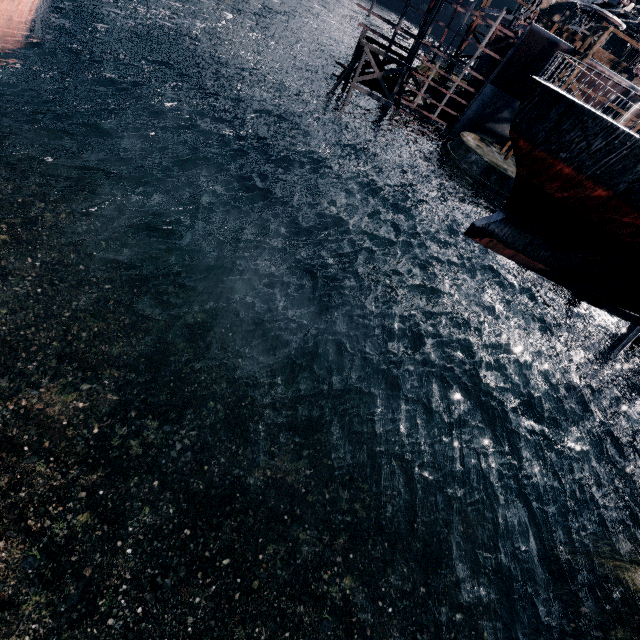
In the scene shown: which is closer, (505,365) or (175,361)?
(175,361)

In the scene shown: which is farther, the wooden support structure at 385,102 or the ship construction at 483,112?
the wooden support structure at 385,102

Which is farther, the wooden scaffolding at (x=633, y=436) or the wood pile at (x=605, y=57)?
the wood pile at (x=605, y=57)

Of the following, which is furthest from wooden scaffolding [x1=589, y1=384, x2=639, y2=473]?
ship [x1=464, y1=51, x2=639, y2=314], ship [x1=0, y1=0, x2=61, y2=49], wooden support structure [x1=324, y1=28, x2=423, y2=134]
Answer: ship [x1=0, y1=0, x2=61, y2=49]

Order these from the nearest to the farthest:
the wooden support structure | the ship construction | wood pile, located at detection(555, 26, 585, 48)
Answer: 1. the ship construction
2. the wooden support structure
3. wood pile, located at detection(555, 26, 585, 48)

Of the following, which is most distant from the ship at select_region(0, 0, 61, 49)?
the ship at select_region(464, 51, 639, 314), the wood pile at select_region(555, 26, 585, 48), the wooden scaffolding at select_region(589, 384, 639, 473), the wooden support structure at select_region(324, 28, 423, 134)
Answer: the wood pile at select_region(555, 26, 585, 48)

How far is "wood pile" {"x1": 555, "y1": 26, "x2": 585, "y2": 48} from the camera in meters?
34.4

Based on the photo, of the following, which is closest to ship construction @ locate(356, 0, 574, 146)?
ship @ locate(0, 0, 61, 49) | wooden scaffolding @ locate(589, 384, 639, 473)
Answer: wooden scaffolding @ locate(589, 384, 639, 473)
